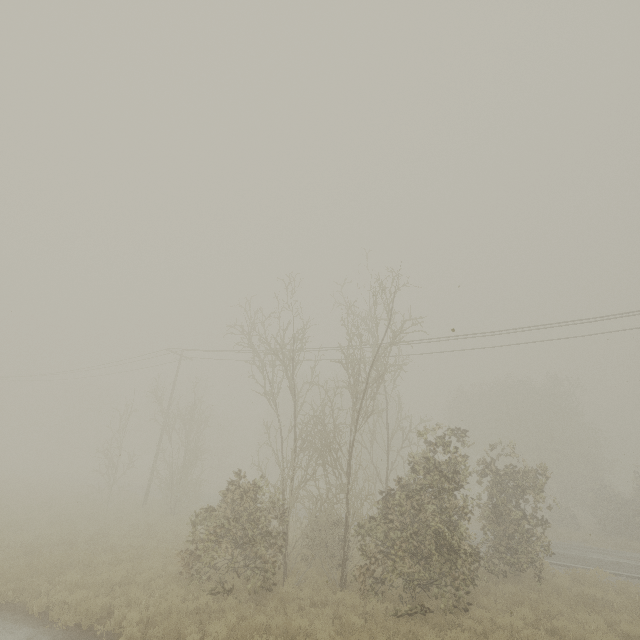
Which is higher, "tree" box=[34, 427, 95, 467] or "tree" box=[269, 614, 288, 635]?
"tree" box=[34, 427, 95, 467]

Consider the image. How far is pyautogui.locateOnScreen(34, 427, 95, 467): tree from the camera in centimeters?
5653cm

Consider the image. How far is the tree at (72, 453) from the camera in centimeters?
5653cm

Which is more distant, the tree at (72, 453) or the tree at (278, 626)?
the tree at (72, 453)

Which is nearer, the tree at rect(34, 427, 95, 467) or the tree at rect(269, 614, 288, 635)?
the tree at rect(269, 614, 288, 635)

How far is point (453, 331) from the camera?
3.7m
